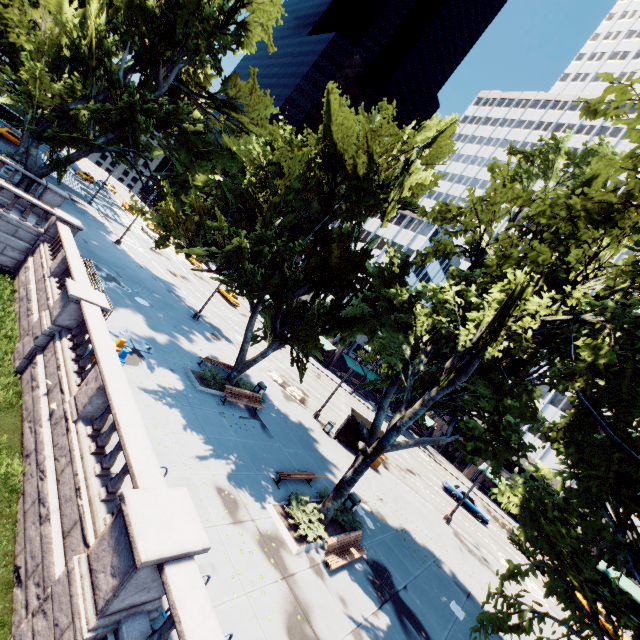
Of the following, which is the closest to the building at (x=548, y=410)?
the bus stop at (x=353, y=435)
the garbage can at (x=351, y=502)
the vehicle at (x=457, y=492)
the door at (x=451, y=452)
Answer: the door at (x=451, y=452)

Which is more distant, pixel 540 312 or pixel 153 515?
pixel 540 312

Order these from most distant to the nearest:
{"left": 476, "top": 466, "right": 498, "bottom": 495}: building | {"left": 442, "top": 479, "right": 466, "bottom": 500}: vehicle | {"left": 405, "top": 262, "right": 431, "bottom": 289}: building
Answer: {"left": 405, "top": 262, "right": 431, "bottom": 289}: building < {"left": 476, "top": 466, "right": 498, "bottom": 495}: building < {"left": 442, "top": 479, "right": 466, "bottom": 500}: vehicle

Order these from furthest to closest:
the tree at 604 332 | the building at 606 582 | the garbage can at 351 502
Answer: the building at 606 582 → the garbage can at 351 502 → the tree at 604 332

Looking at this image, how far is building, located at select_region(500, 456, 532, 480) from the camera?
49.31m

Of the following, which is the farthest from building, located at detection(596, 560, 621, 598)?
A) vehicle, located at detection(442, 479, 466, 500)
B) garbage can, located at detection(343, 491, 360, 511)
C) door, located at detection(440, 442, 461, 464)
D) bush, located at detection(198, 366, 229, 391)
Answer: garbage can, located at detection(343, 491, 360, 511)

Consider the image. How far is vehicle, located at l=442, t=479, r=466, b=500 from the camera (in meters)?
33.61

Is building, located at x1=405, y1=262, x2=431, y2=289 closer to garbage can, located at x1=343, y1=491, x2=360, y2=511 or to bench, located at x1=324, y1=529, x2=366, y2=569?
garbage can, located at x1=343, y1=491, x2=360, y2=511
